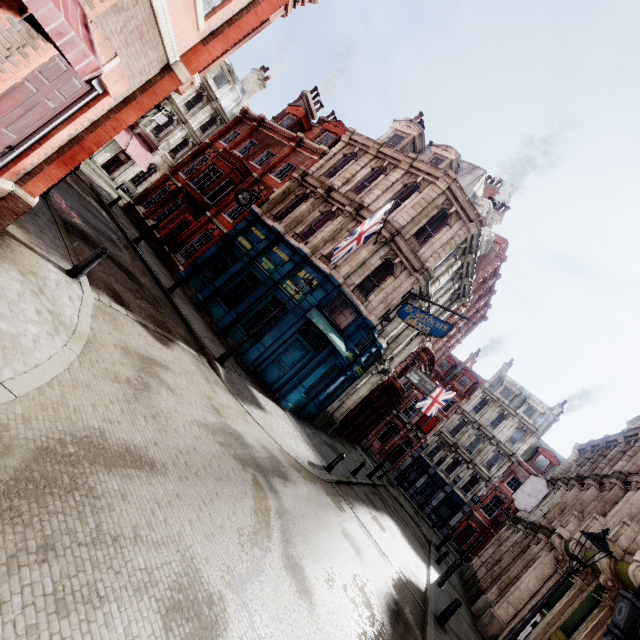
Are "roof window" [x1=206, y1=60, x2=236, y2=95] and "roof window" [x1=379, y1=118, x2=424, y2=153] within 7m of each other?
no

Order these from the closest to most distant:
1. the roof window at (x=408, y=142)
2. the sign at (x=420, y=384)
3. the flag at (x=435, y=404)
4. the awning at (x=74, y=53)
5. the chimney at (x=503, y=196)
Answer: the awning at (x=74, y=53), the roof window at (x=408, y=142), the sign at (x=420, y=384), the chimney at (x=503, y=196), the flag at (x=435, y=404)

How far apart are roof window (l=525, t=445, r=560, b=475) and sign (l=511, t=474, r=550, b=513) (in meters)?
21.00

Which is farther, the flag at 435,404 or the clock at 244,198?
the flag at 435,404

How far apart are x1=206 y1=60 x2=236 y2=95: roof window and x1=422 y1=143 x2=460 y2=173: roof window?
27.4 meters

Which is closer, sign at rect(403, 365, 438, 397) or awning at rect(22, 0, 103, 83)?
awning at rect(22, 0, 103, 83)

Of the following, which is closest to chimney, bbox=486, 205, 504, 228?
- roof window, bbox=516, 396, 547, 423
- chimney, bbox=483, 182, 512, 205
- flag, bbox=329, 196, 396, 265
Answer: chimney, bbox=483, 182, 512, 205

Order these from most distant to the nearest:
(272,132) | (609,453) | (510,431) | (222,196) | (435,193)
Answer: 1. (510,431)
2. (272,132)
3. (222,196)
4. (609,453)
5. (435,193)
